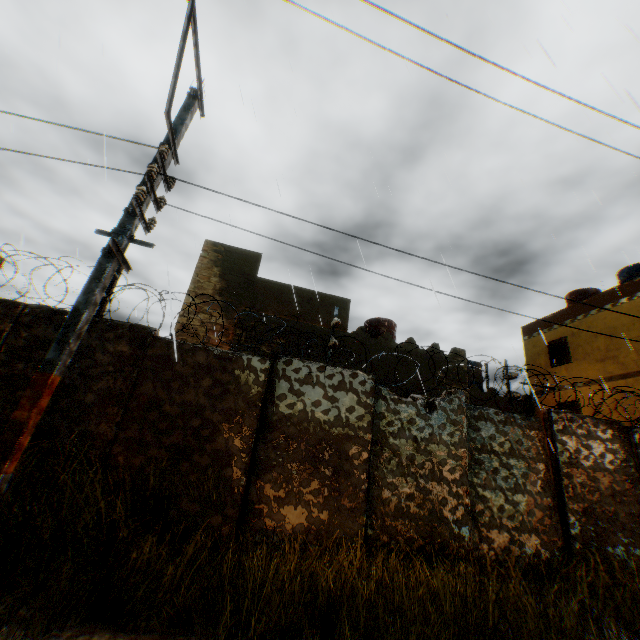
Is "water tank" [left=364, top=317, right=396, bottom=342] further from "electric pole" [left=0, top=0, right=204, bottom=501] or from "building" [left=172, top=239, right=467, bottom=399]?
"electric pole" [left=0, top=0, right=204, bottom=501]

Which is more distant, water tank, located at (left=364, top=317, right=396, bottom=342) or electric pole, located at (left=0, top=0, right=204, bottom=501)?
water tank, located at (left=364, top=317, right=396, bottom=342)

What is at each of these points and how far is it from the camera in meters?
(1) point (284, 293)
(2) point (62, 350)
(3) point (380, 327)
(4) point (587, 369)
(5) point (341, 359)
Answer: (1) building, 11.9 m
(2) electric pole, 3.5 m
(3) water tank, 15.4 m
(4) building, 14.7 m
(5) building, 11.3 m

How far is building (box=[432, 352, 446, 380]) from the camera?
11.99m

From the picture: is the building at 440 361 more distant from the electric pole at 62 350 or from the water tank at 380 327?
the electric pole at 62 350

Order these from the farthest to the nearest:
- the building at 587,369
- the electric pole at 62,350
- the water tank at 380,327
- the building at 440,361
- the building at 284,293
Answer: the water tank at 380,327, the building at 587,369, the building at 440,361, the building at 284,293, the electric pole at 62,350

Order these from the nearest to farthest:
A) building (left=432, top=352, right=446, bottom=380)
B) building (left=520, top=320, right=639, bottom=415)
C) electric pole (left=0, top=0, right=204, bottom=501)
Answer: electric pole (left=0, top=0, right=204, bottom=501), building (left=432, top=352, right=446, bottom=380), building (left=520, top=320, right=639, bottom=415)
